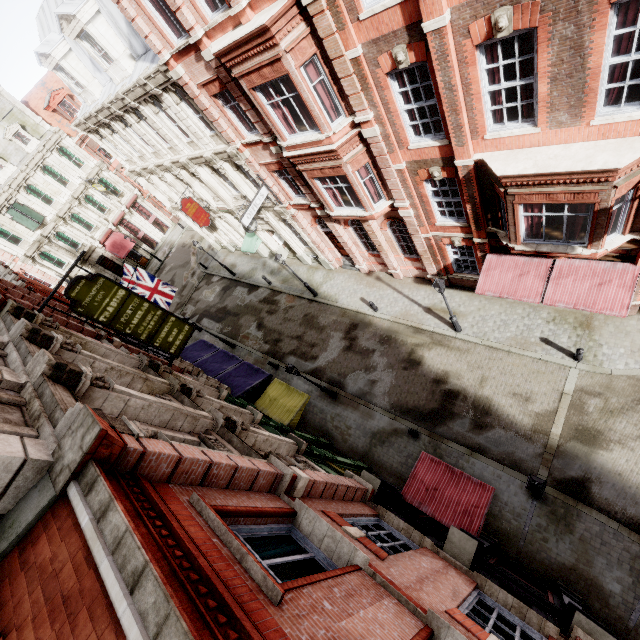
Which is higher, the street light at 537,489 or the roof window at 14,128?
the roof window at 14,128

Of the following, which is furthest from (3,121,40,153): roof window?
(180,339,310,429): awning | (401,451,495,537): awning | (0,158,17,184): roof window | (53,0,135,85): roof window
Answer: (401,451,495,537): awning

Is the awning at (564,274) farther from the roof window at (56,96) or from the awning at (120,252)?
the roof window at (56,96)

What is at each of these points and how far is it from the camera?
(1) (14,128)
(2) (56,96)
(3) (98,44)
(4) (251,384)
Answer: (1) roof window, 30.2m
(2) roof window, 32.2m
(3) roof window, 16.2m
(4) awning, 16.6m

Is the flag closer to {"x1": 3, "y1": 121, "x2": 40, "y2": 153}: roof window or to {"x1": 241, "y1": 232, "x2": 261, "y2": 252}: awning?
{"x1": 241, "y1": 232, "x2": 261, "y2": 252}: awning

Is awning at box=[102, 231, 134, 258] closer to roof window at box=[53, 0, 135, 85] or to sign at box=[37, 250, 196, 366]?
roof window at box=[53, 0, 135, 85]

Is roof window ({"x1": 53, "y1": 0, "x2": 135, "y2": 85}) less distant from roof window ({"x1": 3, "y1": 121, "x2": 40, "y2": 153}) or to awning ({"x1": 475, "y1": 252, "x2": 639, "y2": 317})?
awning ({"x1": 475, "y1": 252, "x2": 639, "y2": 317})

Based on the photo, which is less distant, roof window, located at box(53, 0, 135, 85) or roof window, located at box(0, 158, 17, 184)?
roof window, located at box(53, 0, 135, 85)
